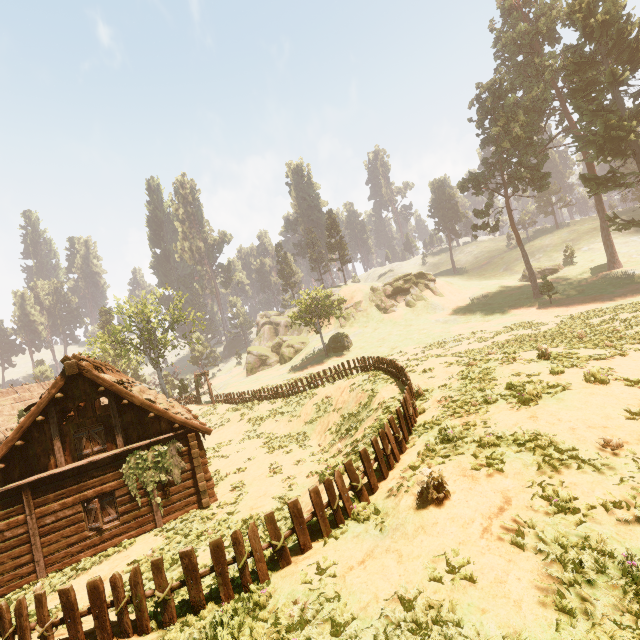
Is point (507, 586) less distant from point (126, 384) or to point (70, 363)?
point (126, 384)

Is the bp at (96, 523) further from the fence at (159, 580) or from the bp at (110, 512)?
the fence at (159, 580)

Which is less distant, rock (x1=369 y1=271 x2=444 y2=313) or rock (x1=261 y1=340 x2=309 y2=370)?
rock (x1=369 y1=271 x2=444 y2=313)

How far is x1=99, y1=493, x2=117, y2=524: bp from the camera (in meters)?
13.16

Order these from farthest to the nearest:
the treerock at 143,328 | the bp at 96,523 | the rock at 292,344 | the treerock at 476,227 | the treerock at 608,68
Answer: the rock at 292,344, the treerock at 476,227, the treerock at 143,328, the treerock at 608,68, the bp at 96,523

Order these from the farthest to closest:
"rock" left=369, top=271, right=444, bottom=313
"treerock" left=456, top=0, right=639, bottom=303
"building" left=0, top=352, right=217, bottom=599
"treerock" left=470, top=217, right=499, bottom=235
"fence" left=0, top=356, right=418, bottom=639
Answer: "rock" left=369, top=271, right=444, bottom=313 < "treerock" left=470, top=217, right=499, bottom=235 < "treerock" left=456, top=0, right=639, bottom=303 < "building" left=0, top=352, right=217, bottom=599 < "fence" left=0, top=356, right=418, bottom=639

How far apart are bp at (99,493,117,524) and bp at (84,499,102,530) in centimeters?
17cm

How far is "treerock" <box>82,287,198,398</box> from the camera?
38.53m
